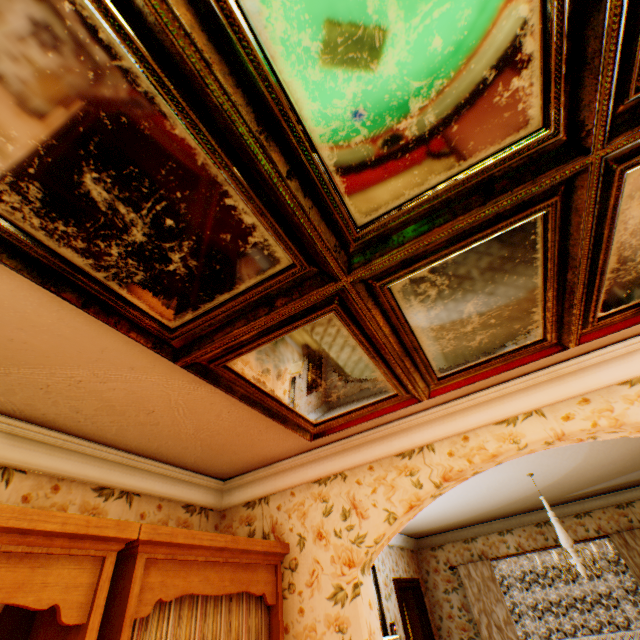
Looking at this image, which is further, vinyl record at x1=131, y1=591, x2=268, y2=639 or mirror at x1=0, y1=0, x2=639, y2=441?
vinyl record at x1=131, y1=591, x2=268, y2=639

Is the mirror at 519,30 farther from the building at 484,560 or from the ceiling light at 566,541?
the ceiling light at 566,541

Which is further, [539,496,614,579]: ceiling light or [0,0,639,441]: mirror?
[539,496,614,579]: ceiling light

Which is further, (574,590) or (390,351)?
(574,590)

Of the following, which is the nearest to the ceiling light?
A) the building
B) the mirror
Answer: the building

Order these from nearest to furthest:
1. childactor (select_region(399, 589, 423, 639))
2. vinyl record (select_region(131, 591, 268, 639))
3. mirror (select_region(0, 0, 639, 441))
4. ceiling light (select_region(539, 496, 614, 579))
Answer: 1. mirror (select_region(0, 0, 639, 441))
2. vinyl record (select_region(131, 591, 268, 639))
3. ceiling light (select_region(539, 496, 614, 579))
4. childactor (select_region(399, 589, 423, 639))

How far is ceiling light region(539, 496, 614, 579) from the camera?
3.9m

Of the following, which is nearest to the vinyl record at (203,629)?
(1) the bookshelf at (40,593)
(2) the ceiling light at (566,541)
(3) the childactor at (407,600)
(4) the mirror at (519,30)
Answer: (1) the bookshelf at (40,593)
